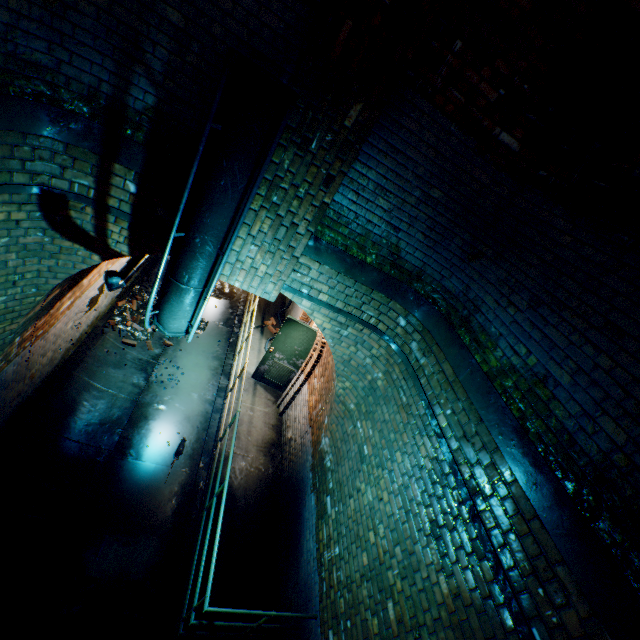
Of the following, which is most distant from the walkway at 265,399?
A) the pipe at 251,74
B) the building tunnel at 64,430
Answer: the pipe at 251,74

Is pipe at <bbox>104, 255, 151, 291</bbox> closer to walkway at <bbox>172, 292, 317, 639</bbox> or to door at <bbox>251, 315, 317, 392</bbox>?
walkway at <bbox>172, 292, 317, 639</bbox>

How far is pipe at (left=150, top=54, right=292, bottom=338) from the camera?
2.4 meters

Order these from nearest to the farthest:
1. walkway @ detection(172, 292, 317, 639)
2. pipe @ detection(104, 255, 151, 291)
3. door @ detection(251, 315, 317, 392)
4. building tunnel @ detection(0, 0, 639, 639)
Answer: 1. building tunnel @ detection(0, 0, 639, 639)
2. pipe @ detection(104, 255, 151, 291)
3. walkway @ detection(172, 292, 317, 639)
4. door @ detection(251, 315, 317, 392)

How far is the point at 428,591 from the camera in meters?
2.8

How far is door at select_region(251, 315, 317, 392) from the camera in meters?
7.3

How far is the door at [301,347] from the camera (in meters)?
7.29

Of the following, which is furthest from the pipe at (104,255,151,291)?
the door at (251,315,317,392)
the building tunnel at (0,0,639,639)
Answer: the door at (251,315,317,392)
